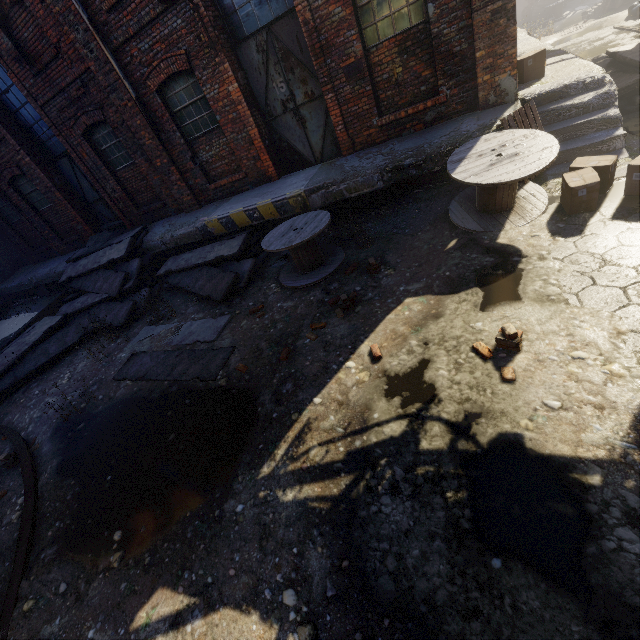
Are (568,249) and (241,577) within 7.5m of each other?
yes

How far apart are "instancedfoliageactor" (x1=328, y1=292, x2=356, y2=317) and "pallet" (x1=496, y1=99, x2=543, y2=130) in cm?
358

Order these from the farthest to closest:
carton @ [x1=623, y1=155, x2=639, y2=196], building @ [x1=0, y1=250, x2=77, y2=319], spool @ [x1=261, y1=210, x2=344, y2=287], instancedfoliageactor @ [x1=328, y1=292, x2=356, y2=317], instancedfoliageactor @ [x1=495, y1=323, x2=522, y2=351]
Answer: building @ [x1=0, y1=250, x2=77, y2=319]
spool @ [x1=261, y1=210, x2=344, y2=287]
instancedfoliageactor @ [x1=328, y1=292, x2=356, y2=317]
carton @ [x1=623, y1=155, x2=639, y2=196]
instancedfoliageactor @ [x1=495, y1=323, x2=522, y2=351]

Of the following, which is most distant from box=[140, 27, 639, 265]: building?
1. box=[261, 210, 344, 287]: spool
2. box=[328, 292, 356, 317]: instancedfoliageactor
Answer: box=[328, 292, 356, 317]: instancedfoliageactor

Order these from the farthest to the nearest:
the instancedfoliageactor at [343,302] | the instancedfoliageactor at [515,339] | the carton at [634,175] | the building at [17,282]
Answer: the building at [17,282]
the instancedfoliageactor at [343,302]
the carton at [634,175]
the instancedfoliageactor at [515,339]

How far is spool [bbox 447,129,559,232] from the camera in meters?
4.7

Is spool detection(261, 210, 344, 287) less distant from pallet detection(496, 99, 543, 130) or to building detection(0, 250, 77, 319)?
building detection(0, 250, 77, 319)

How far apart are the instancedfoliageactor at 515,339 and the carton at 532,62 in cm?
642
